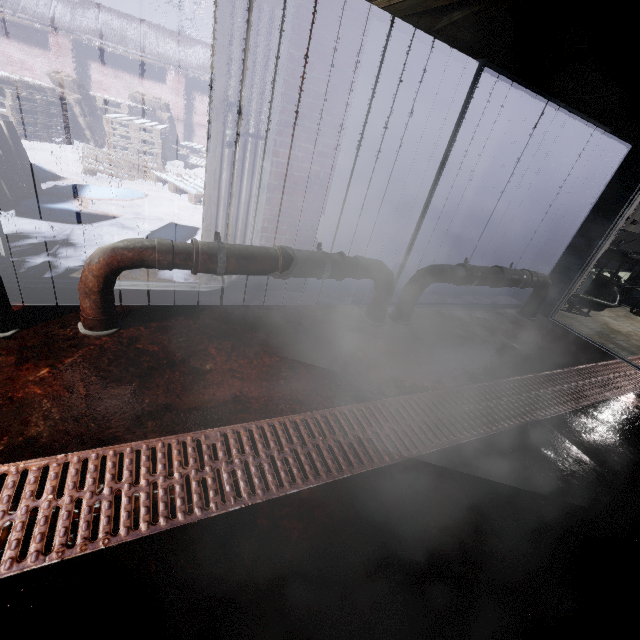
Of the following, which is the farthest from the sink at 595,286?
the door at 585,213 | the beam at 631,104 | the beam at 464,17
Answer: the beam at 464,17

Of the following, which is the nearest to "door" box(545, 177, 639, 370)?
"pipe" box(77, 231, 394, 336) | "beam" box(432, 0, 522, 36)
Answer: "beam" box(432, 0, 522, 36)

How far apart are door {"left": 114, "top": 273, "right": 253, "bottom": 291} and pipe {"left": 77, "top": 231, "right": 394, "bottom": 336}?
0.4 meters

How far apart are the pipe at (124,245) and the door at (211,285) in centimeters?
37cm

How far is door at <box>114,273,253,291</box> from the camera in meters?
2.4

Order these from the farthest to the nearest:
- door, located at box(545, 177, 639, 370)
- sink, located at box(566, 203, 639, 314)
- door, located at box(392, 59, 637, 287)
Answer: sink, located at box(566, 203, 639, 314) < door, located at box(545, 177, 639, 370) < door, located at box(392, 59, 637, 287)

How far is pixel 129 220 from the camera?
4.0 meters

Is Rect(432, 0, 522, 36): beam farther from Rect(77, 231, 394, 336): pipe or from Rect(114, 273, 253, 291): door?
Rect(77, 231, 394, 336): pipe
